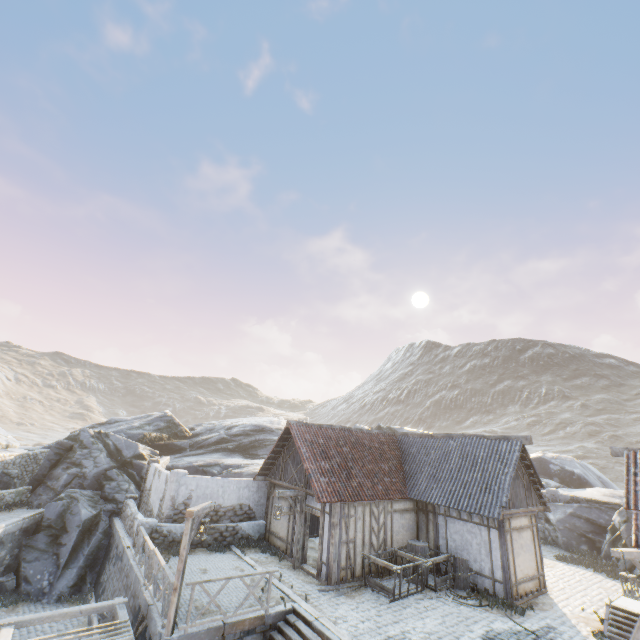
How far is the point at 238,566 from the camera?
13.5m

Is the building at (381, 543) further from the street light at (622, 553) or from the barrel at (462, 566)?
the street light at (622, 553)

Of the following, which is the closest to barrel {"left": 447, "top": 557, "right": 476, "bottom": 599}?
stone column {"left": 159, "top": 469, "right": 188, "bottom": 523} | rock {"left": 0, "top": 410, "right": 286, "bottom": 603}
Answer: rock {"left": 0, "top": 410, "right": 286, "bottom": 603}

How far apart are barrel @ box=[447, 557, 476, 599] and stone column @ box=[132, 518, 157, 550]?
12.82m

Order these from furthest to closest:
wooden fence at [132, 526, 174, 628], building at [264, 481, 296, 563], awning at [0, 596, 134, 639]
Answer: building at [264, 481, 296, 563] < wooden fence at [132, 526, 174, 628] < awning at [0, 596, 134, 639]

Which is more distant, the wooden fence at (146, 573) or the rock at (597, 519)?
the rock at (597, 519)

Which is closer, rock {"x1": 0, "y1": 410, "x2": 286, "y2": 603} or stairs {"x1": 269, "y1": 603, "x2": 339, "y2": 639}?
stairs {"x1": 269, "y1": 603, "x2": 339, "y2": 639}

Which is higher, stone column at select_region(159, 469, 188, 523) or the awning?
stone column at select_region(159, 469, 188, 523)
